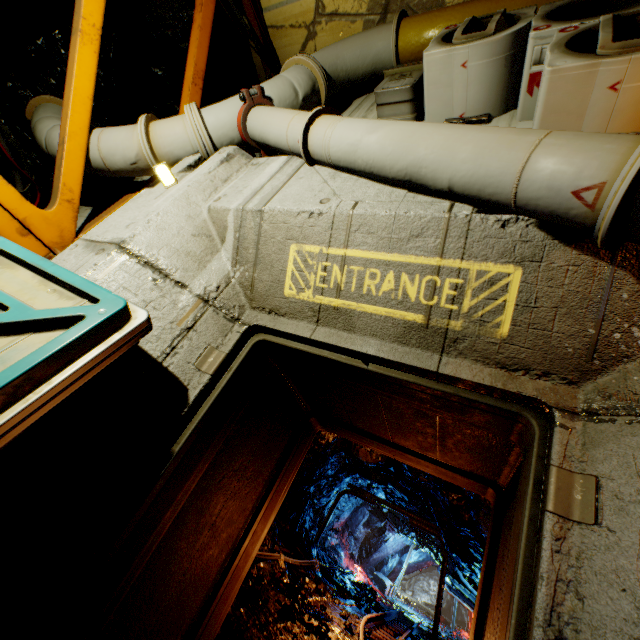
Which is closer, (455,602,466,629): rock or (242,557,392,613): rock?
(242,557,392,613): rock

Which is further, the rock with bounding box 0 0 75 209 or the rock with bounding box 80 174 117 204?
the rock with bounding box 80 174 117 204

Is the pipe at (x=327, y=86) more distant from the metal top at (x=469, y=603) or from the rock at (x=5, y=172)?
the metal top at (x=469, y=603)

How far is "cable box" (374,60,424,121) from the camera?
3.19m

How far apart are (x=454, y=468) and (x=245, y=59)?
6.5m

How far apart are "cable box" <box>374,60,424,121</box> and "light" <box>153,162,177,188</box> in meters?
2.2

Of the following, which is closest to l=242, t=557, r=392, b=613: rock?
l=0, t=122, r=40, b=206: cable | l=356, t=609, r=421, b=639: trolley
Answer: l=356, t=609, r=421, b=639: trolley

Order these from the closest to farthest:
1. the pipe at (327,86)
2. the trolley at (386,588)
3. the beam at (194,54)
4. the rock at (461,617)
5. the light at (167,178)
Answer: the pipe at (327,86)
the light at (167,178)
the beam at (194,54)
the trolley at (386,588)
the rock at (461,617)
